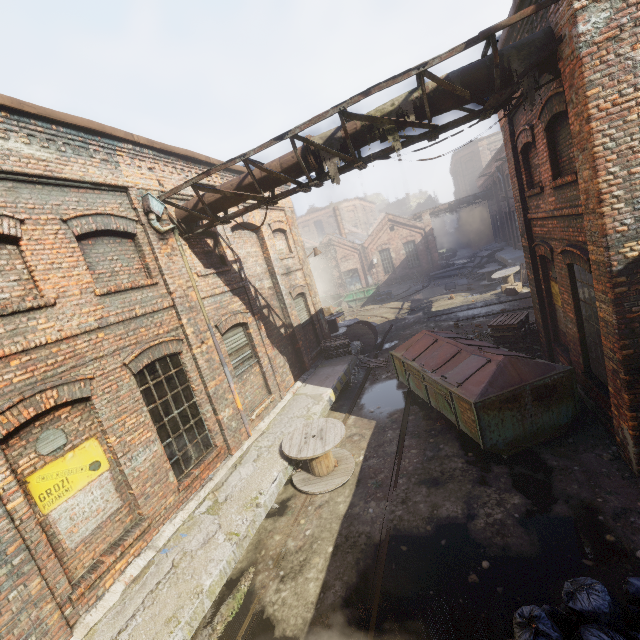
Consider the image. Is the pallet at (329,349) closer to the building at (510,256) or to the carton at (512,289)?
the carton at (512,289)

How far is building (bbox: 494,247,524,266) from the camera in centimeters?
2064cm

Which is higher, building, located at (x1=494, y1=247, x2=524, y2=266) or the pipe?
the pipe

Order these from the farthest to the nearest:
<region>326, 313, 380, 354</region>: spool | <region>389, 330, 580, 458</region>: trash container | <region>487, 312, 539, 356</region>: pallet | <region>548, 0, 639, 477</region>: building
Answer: <region>326, 313, 380, 354</region>: spool < <region>487, 312, 539, 356</region>: pallet < <region>389, 330, 580, 458</region>: trash container < <region>548, 0, 639, 477</region>: building

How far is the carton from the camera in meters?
17.4

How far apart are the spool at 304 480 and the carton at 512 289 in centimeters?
1432cm

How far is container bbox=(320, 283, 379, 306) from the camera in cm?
2915

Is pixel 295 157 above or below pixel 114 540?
above
